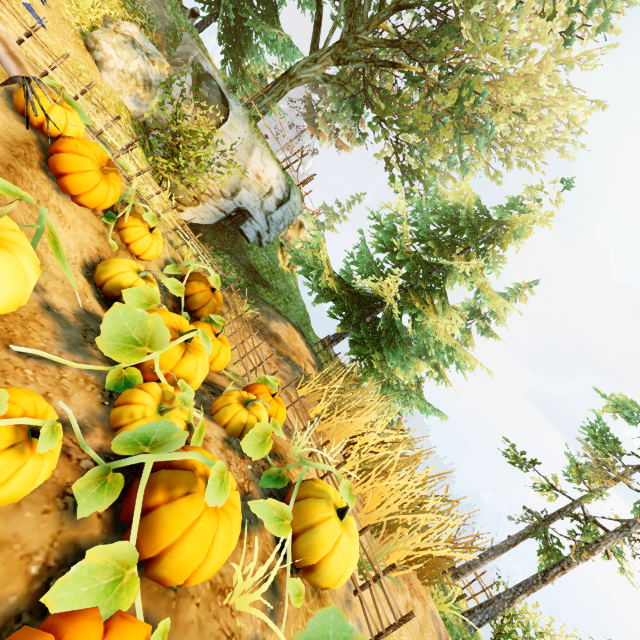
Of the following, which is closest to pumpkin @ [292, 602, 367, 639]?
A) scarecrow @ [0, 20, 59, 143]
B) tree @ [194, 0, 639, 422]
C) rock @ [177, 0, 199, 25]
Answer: scarecrow @ [0, 20, 59, 143]

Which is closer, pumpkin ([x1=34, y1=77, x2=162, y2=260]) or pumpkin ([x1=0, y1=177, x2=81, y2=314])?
pumpkin ([x1=0, y1=177, x2=81, y2=314])

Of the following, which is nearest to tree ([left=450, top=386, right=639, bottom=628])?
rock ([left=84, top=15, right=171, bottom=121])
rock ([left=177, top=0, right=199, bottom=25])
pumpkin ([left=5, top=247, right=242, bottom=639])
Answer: pumpkin ([left=5, top=247, right=242, bottom=639])

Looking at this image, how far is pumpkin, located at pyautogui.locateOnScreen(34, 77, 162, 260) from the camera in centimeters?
510cm

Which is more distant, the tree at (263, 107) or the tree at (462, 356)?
the tree at (263, 107)

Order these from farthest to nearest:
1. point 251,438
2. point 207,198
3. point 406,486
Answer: point 207,198 → point 406,486 → point 251,438

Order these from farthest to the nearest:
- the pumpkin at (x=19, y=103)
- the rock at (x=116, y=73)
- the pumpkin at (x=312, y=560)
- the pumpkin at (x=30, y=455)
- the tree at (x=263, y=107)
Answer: the tree at (x=263, y=107)
the rock at (x=116, y=73)
the pumpkin at (x=19, y=103)
the pumpkin at (x=312, y=560)
the pumpkin at (x=30, y=455)

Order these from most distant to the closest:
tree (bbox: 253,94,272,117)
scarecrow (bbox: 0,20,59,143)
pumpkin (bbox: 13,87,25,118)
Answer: tree (bbox: 253,94,272,117)
pumpkin (bbox: 13,87,25,118)
scarecrow (bbox: 0,20,59,143)
